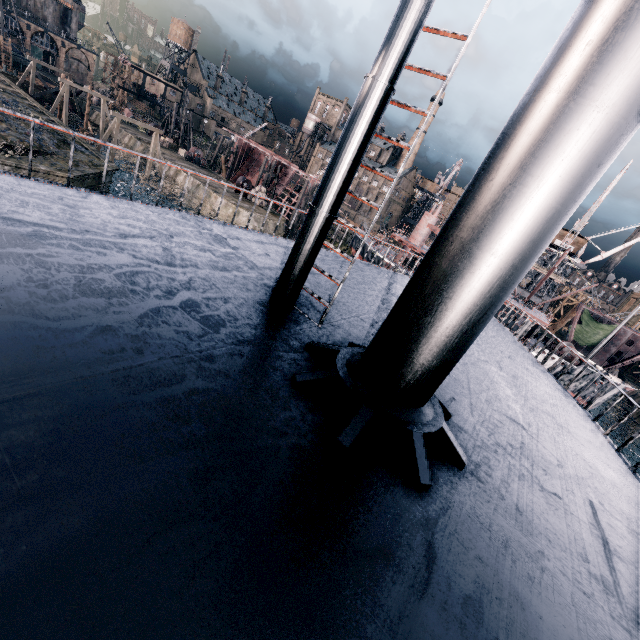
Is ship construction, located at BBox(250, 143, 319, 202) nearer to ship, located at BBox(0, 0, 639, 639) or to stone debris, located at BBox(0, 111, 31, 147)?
Answer: stone debris, located at BBox(0, 111, 31, 147)

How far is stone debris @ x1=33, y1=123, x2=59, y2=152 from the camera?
27.3m

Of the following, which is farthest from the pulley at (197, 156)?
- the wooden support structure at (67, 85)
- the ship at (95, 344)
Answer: the ship at (95, 344)

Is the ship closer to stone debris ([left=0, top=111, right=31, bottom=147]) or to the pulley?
stone debris ([left=0, top=111, right=31, bottom=147])

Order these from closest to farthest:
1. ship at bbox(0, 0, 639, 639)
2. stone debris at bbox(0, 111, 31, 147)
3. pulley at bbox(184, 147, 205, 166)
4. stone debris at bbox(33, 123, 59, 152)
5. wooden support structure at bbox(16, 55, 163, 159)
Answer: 1. ship at bbox(0, 0, 639, 639)
2. stone debris at bbox(0, 111, 31, 147)
3. stone debris at bbox(33, 123, 59, 152)
4. wooden support structure at bbox(16, 55, 163, 159)
5. pulley at bbox(184, 147, 205, 166)

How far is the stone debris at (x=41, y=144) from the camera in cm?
2727

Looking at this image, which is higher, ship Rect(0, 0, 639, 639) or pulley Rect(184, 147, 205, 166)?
ship Rect(0, 0, 639, 639)

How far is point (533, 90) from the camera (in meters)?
2.94
